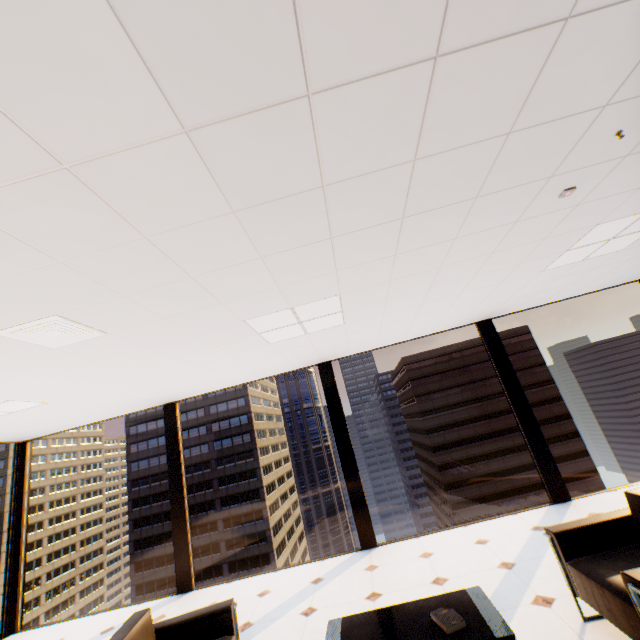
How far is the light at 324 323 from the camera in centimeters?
320cm

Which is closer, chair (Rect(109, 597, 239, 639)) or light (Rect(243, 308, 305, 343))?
chair (Rect(109, 597, 239, 639))

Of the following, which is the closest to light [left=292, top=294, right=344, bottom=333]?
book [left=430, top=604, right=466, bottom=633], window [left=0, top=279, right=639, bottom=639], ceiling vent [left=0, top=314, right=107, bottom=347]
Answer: ceiling vent [left=0, top=314, right=107, bottom=347]

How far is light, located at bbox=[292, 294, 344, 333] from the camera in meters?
3.2

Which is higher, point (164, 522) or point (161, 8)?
point (161, 8)

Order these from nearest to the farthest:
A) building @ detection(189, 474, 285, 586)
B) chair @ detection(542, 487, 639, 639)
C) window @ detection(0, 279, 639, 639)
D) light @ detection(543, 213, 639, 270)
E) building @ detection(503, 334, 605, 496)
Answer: chair @ detection(542, 487, 639, 639) < light @ detection(543, 213, 639, 270) < window @ detection(0, 279, 639, 639) < building @ detection(503, 334, 605, 496) < building @ detection(189, 474, 285, 586)

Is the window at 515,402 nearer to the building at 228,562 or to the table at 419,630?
the table at 419,630

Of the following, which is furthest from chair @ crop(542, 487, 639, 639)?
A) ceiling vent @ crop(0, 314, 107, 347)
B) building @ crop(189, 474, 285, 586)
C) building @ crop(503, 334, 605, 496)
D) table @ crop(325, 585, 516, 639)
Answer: building @ crop(189, 474, 285, 586)
